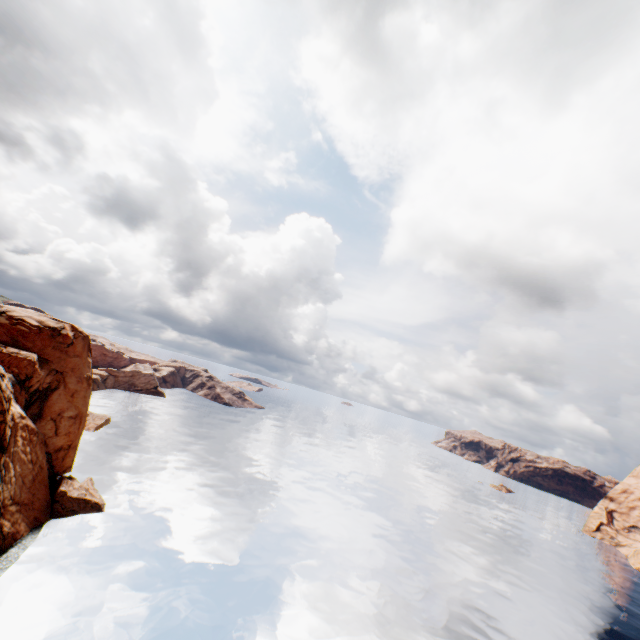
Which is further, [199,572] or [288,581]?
[288,581]
